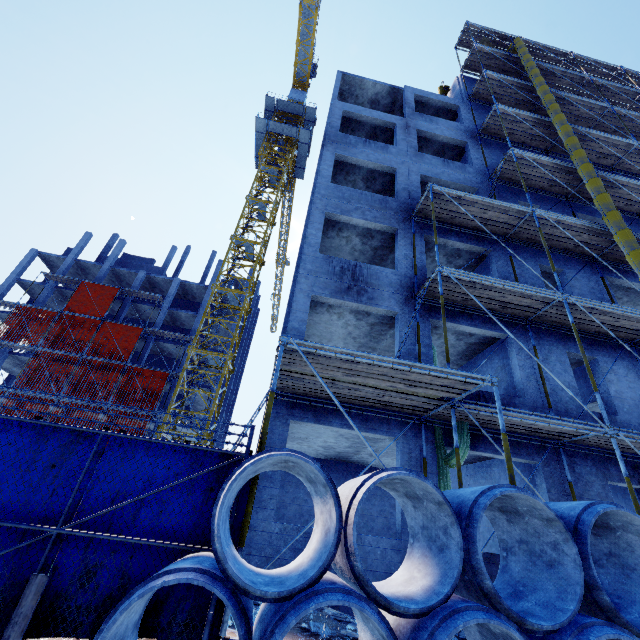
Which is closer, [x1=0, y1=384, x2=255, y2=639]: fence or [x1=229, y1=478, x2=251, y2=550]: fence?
[x1=0, y1=384, x2=255, y2=639]: fence

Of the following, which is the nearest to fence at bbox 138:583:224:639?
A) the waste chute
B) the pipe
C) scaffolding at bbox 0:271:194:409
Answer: the pipe

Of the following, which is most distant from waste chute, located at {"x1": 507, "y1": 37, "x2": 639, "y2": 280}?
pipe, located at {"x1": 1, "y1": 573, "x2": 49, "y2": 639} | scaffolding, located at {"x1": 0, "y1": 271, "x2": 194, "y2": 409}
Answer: scaffolding, located at {"x1": 0, "y1": 271, "x2": 194, "y2": 409}

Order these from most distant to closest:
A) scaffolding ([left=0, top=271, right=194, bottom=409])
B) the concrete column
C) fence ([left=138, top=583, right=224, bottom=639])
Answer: the concrete column
scaffolding ([left=0, top=271, right=194, bottom=409])
fence ([left=138, top=583, right=224, bottom=639])

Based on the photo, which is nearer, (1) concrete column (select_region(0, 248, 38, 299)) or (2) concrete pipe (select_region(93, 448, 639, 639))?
(2) concrete pipe (select_region(93, 448, 639, 639))

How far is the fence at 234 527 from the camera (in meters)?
4.06

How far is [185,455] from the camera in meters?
4.4

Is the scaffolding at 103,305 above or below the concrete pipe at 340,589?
above
